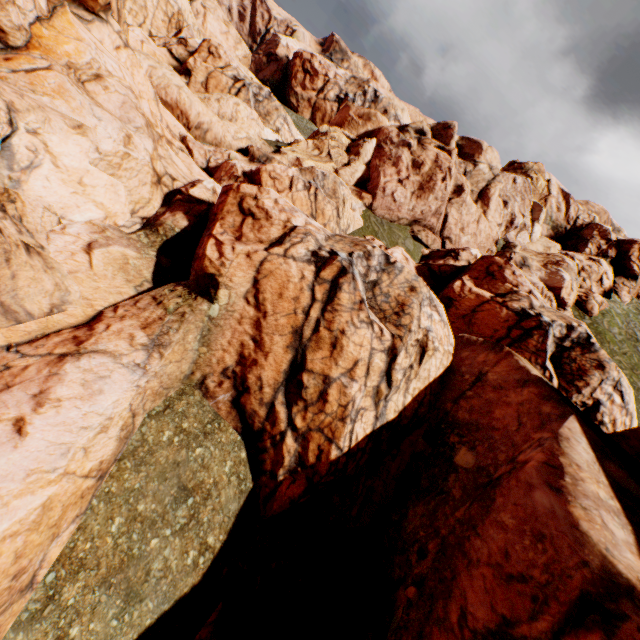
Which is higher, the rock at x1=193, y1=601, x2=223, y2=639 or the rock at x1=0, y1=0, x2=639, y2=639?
the rock at x1=0, y1=0, x2=639, y2=639

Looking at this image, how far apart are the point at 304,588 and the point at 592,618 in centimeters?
702cm

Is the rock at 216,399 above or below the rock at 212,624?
above
